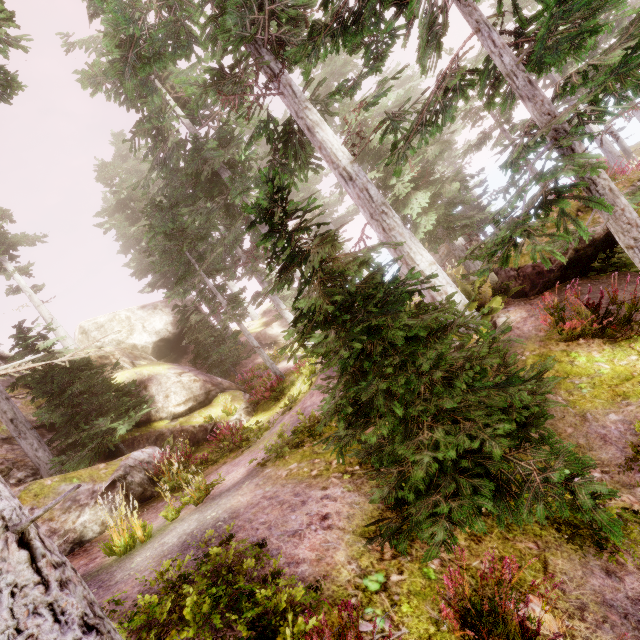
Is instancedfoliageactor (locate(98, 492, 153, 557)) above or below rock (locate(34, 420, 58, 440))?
below

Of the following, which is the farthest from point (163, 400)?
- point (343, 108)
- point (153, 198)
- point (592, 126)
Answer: point (592, 126)

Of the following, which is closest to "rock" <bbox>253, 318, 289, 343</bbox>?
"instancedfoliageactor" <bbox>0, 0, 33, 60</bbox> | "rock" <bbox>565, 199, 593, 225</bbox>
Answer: "instancedfoliageactor" <bbox>0, 0, 33, 60</bbox>

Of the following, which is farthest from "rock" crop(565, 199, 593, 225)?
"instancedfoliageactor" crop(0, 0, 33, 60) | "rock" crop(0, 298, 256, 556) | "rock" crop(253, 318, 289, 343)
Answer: "rock" crop(253, 318, 289, 343)

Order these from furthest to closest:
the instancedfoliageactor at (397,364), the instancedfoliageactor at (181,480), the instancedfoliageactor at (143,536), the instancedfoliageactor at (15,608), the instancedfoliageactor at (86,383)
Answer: the instancedfoliageactor at (86,383) → the instancedfoliageactor at (181,480) → the instancedfoliageactor at (143,536) → the instancedfoliageactor at (397,364) → the instancedfoliageactor at (15,608)

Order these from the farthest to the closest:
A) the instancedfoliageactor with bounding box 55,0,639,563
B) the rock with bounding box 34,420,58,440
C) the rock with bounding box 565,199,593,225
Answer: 1. the rock with bounding box 34,420,58,440
2. the rock with bounding box 565,199,593,225
3. the instancedfoliageactor with bounding box 55,0,639,563

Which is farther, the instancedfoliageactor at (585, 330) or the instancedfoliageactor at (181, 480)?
the instancedfoliageactor at (181, 480)

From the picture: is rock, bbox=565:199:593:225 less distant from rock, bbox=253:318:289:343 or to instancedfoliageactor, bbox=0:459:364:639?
instancedfoliageactor, bbox=0:459:364:639
